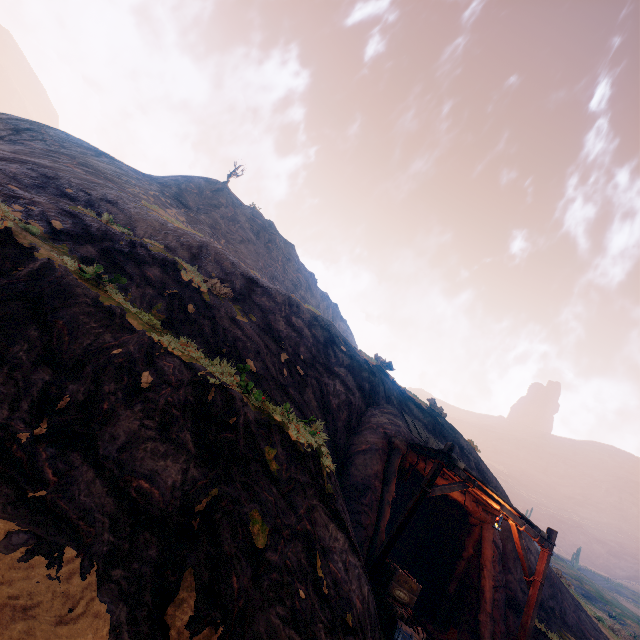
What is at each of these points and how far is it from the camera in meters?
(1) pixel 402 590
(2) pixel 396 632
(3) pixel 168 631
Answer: (1) wooden box, 8.4 m
(2) barrel, 7.1 m
(3) z, 3.0 m

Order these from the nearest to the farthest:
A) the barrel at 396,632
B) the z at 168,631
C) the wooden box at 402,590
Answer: the z at 168,631 < the barrel at 396,632 < the wooden box at 402,590

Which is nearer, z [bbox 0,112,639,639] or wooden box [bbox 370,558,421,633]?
z [bbox 0,112,639,639]

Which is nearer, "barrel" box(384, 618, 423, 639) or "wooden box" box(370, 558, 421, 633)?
"barrel" box(384, 618, 423, 639)

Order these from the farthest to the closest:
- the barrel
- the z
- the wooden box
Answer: the wooden box → the barrel → the z

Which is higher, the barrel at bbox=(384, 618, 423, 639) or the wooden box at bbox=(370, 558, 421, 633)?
the wooden box at bbox=(370, 558, 421, 633)

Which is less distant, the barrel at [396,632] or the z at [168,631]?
the z at [168,631]

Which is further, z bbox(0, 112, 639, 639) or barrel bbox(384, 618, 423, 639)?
barrel bbox(384, 618, 423, 639)
